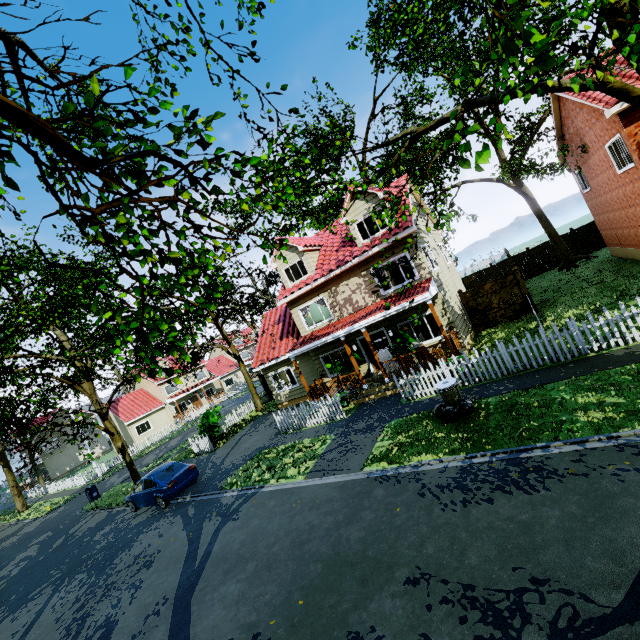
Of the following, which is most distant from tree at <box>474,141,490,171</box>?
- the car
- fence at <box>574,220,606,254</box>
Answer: the car

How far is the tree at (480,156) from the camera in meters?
2.6

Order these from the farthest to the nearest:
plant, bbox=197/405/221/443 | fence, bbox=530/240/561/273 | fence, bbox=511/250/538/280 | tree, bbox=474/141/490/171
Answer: fence, bbox=511/250/538/280, fence, bbox=530/240/561/273, plant, bbox=197/405/221/443, tree, bbox=474/141/490/171

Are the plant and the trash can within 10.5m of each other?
no

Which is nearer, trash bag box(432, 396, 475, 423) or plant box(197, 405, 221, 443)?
trash bag box(432, 396, 475, 423)

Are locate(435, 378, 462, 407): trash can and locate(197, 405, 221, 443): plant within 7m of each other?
no

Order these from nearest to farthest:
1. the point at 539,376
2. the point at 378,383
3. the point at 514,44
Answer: the point at 514,44, the point at 539,376, the point at 378,383

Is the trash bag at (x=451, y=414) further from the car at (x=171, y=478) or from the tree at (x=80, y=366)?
the car at (x=171, y=478)
